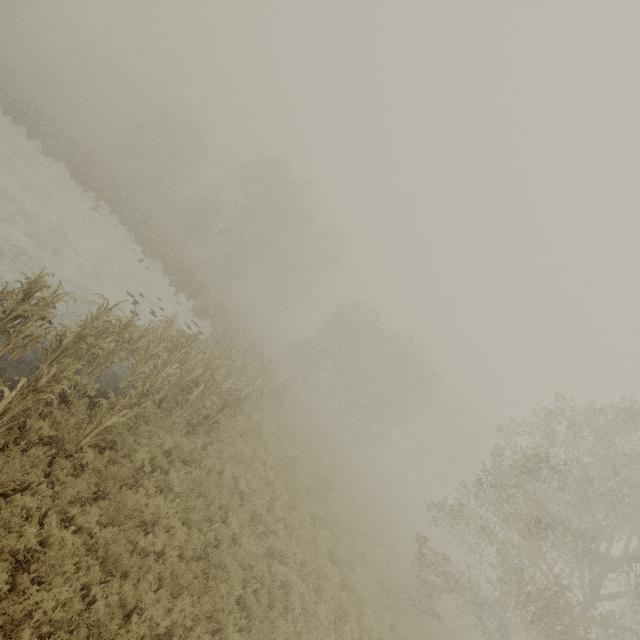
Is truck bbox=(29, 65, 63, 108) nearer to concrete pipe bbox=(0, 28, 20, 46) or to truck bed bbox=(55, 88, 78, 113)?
truck bed bbox=(55, 88, 78, 113)

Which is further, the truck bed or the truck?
the truck bed

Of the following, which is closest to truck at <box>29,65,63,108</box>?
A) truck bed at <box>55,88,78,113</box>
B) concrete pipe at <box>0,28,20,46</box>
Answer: truck bed at <box>55,88,78,113</box>

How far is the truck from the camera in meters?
39.8

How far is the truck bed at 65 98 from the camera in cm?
4869

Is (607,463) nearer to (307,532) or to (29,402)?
(307,532)

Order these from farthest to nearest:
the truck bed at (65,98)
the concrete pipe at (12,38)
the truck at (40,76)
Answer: the concrete pipe at (12,38) → the truck bed at (65,98) → the truck at (40,76)
